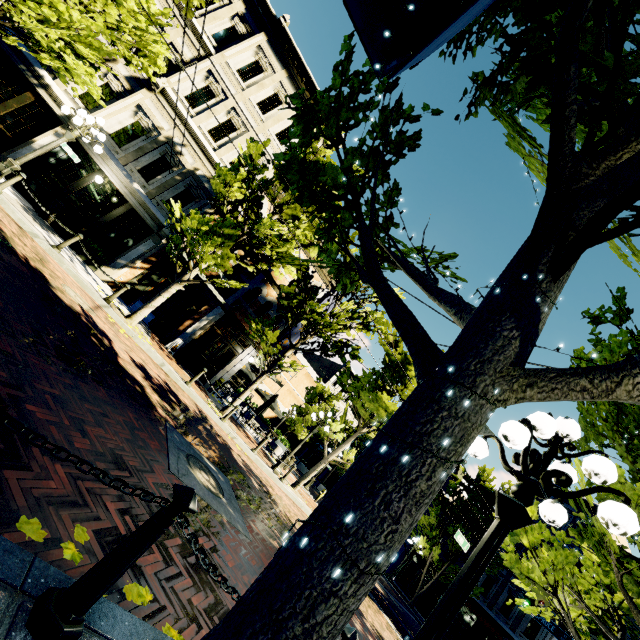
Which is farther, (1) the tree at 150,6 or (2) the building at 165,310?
(2) the building at 165,310

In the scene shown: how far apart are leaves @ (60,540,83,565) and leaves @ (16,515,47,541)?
0.1m

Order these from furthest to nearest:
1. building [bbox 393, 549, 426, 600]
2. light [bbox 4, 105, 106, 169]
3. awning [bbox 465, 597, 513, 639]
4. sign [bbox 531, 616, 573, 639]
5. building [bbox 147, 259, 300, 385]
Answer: building [bbox 393, 549, 426, 600]
awning [bbox 465, 597, 513, 639]
building [bbox 147, 259, 300, 385]
sign [bbox 531, 616, 573, 639]
light [bbox 4, 105, 106, 169]

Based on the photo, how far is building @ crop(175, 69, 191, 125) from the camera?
14.32m

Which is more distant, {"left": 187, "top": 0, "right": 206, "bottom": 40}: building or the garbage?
{"left": 187, "top": 0, "right": 206, "bottom": 40}: building

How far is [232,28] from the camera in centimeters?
1559cm

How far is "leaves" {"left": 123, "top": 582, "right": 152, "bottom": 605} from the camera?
2.45m

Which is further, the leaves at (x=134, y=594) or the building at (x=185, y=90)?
the building at (x=185, y=90)
